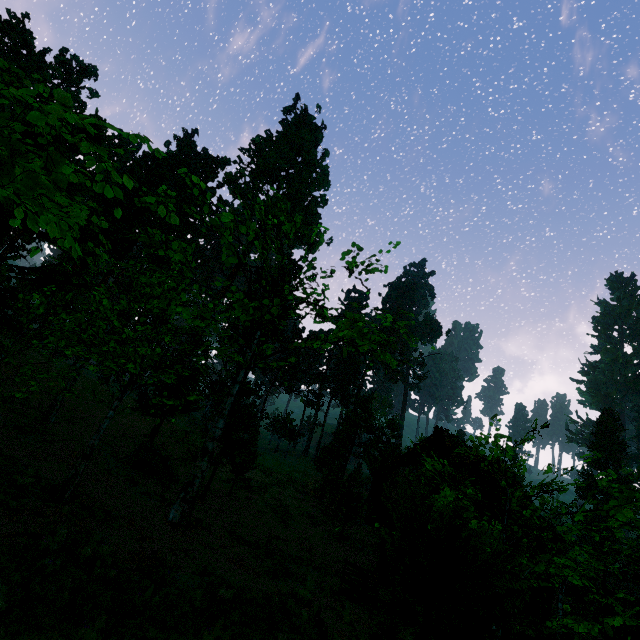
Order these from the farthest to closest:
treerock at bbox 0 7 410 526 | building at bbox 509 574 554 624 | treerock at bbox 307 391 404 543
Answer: treerock at bbox 307 391 404 543, building at bbox 509 574 554 624, treerock at bbox 0 7 410 526

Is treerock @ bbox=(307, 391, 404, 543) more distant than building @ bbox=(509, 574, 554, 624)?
Yes

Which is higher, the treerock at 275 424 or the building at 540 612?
the treerock at 275 424

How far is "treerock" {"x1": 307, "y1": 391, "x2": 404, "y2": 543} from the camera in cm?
1795

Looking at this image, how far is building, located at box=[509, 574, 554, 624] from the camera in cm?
1212

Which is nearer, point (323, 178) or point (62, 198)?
point (62, 198)

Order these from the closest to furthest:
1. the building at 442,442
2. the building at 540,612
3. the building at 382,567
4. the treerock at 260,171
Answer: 1. the treerock at 260,171
2. the building at 540,612
3. the building at 382,567
4. the building at 442,442
